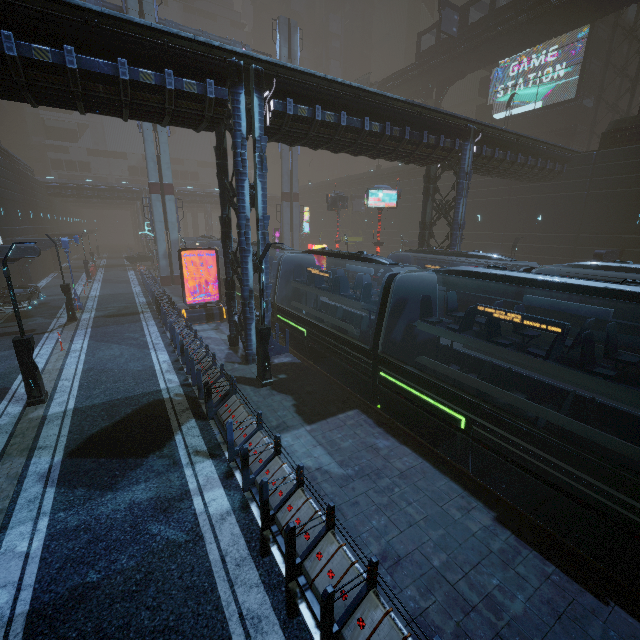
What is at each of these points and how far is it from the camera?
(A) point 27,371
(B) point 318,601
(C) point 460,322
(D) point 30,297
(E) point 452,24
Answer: (A) street light, 11.0 meters
(B) building, 5.4 meters
(C) train, 15.5 meters
(D) car, 21.6 meters
(E) sign, 31.2 meters

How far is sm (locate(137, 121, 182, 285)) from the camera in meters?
30.1

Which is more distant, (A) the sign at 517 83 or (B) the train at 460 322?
(A) the sign at 517 83

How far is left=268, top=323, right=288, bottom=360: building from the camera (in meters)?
15.33

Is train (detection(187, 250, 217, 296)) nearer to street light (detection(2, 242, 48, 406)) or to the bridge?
street light (detection(2, 242, 48, 406))

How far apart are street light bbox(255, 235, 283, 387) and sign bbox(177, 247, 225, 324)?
9.6 meters

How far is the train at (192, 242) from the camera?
26.61m

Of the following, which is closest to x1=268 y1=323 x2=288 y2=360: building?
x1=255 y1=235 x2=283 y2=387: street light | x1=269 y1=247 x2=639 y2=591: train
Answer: x1=255 y1=235 x2=283 y2=387: street light
